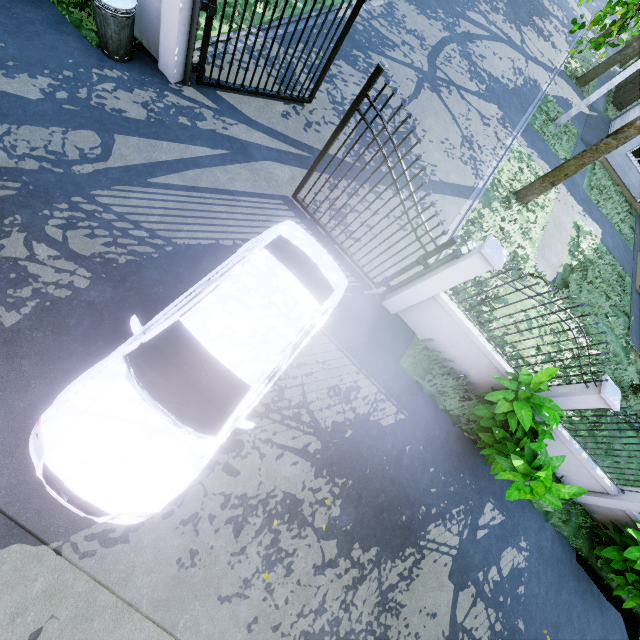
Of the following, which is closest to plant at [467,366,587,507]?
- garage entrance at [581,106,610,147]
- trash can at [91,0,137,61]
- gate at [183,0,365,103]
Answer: gate at [183,0,365,103]

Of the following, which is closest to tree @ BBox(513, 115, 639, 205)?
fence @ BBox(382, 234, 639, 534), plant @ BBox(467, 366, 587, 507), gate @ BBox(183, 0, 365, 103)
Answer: fence @ BBox(382, 234, 639, 534)

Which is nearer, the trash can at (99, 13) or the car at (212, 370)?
the car at (212, 370)

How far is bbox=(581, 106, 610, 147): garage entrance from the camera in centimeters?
1709cm

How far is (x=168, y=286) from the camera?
5.0m

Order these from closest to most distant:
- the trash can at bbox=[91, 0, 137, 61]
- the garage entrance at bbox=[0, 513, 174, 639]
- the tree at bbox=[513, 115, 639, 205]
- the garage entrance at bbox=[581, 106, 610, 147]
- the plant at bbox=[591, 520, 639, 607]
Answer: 1. the garage entrance at bbox=[0, 513, 174, 639]
2. the trash can at bbox=[91, 0, 137, 61]
3. the plant at bbox=[591, 520, 639, 607]
4. the tree at bbox=[513, 115, 639, 205]
5. the garage entrance at bbox=[581, 106, 610, 147]

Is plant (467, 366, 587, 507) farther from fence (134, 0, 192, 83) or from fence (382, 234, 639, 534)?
fence (134, 0, 192, 83)

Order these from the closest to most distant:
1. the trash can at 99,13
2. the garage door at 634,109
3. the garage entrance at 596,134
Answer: the trash can at 99,13 → the garage entrance at 596,134 → the garage door at 634,109
